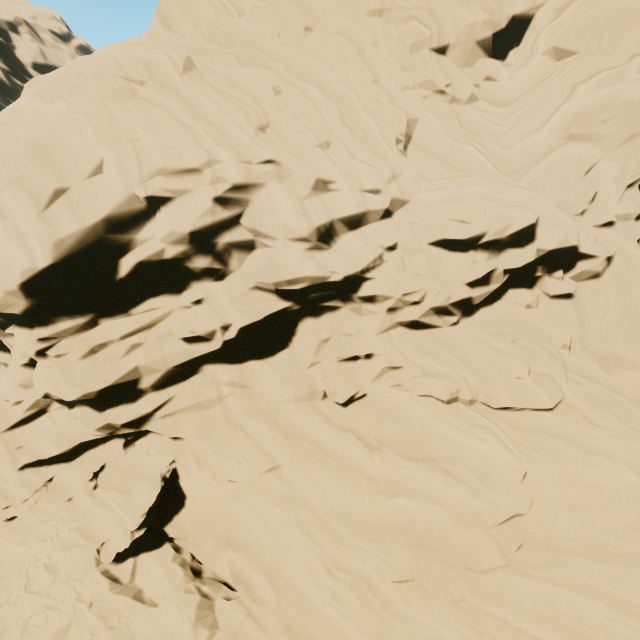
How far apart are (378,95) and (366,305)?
10.13m
